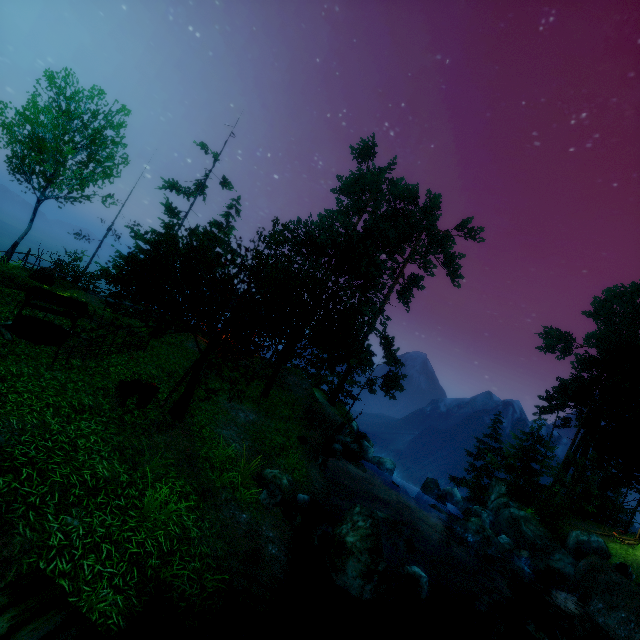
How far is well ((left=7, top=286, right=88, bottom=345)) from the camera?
10.5m

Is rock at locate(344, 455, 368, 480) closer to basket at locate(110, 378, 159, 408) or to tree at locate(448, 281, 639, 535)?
tree at locate(448, 281, 639, 535)

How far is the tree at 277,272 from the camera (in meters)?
9.48

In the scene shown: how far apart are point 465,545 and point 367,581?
10.9m

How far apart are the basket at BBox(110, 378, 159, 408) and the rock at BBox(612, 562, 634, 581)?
22.69m

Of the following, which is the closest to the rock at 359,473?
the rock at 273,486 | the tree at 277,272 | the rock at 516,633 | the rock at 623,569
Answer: the tree at 277,272

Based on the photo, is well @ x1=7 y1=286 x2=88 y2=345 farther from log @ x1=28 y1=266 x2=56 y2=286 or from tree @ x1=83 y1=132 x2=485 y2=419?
log @ x1=28 y1=266 x2=56 y2=286

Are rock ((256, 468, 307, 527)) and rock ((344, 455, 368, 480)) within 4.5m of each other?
no
